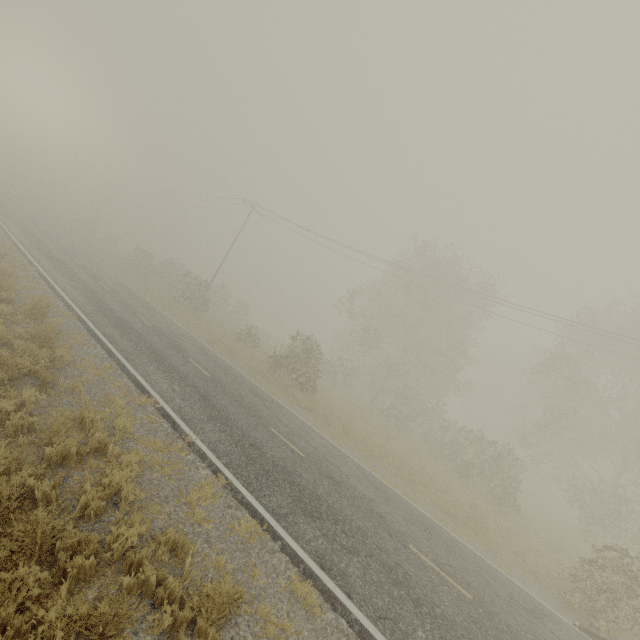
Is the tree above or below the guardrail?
above

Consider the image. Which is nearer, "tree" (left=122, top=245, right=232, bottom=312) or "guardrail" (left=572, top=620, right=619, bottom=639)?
"guardrail" (left=572, top=620, right=619, bottom=639)

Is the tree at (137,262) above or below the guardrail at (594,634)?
above

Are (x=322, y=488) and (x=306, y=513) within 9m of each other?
yes

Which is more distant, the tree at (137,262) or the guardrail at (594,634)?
the tree at (137,262)

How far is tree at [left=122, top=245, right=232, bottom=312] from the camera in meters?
30.6
